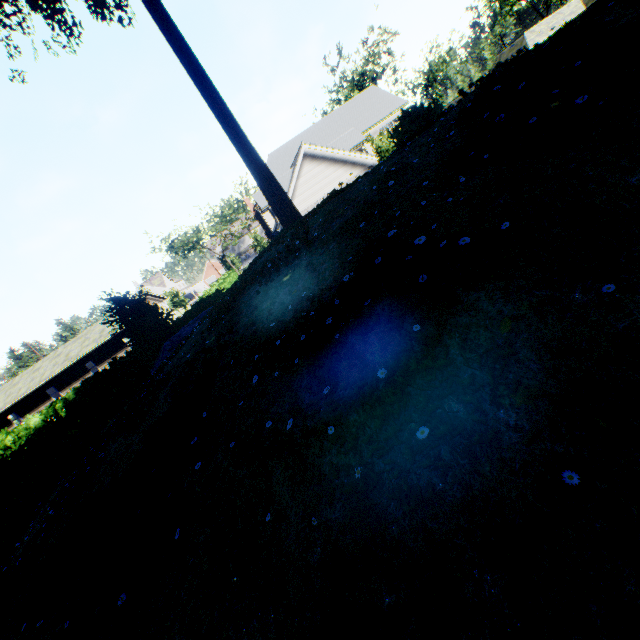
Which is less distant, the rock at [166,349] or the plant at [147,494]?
the plant at [147,494]

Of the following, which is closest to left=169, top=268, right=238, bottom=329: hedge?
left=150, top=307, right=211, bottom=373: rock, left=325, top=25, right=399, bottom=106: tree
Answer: left=325, top=25, right=399, bottom=106: tree

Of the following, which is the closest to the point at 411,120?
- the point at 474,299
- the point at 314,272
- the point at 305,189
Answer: the point at 314,272

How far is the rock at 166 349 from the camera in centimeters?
1380cm

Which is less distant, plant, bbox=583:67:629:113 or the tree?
plant, bbox=583:67:629:113

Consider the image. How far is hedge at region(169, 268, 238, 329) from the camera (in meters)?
23.48

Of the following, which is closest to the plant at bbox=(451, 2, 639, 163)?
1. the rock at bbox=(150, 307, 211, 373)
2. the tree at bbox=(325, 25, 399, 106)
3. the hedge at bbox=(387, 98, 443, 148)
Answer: the tree at bbox=(325, 25, 399, 106)

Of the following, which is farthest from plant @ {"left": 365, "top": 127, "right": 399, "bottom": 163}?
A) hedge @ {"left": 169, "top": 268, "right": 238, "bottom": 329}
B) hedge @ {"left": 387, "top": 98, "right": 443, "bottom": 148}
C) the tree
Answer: hedge @ {"left": 169, "top": 268, "right": 238, "bottom": 329}
